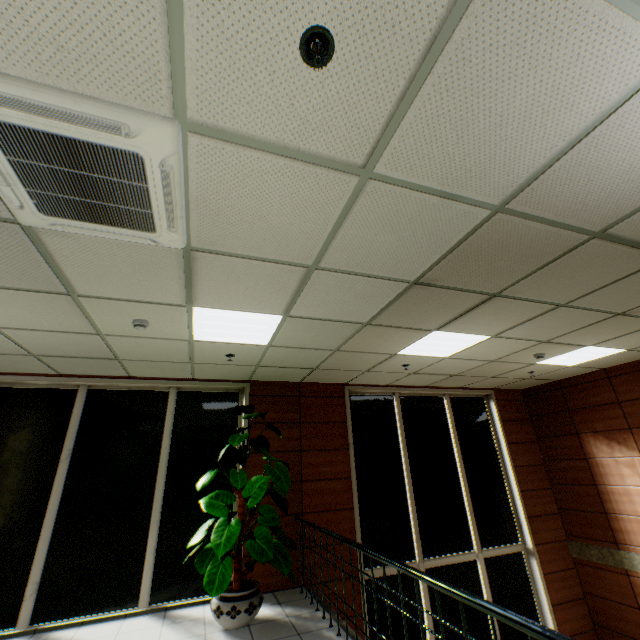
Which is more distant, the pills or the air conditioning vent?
the pills

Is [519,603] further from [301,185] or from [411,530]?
[301,185]

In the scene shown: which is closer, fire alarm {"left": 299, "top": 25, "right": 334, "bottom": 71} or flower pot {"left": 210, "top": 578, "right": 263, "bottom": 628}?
fire alarm {"left": 299, "top": 25, "right": 334, "bottom": 71}

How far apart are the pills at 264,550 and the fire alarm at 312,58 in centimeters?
420cm

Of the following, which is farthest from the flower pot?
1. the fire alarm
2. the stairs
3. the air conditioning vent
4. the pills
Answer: the fire alarm

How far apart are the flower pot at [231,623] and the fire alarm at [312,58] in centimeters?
521cm

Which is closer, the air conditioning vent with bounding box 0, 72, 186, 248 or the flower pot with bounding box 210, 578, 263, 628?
the air conditioning vent with bounding box 0, 72, 186, 248

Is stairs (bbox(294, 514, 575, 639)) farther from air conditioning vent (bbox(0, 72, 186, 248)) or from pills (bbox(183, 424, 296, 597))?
air conditioning vent (bbox(0, 72, 186, 248))
